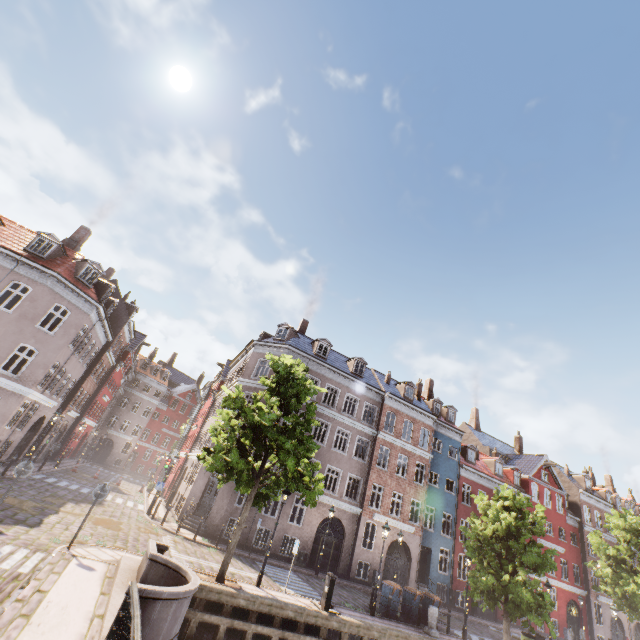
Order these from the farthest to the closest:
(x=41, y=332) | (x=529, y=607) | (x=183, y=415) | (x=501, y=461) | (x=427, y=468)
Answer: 1. (x=183, y=415)
2. (x=501, y=461)
3. (x=427, y=468)
4. (x=41, y=332)
5. (x=529, y=607)

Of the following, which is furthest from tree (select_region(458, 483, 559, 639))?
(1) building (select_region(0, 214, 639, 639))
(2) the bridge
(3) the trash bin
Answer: (1) building (select_region(0, 214, 639, 639))

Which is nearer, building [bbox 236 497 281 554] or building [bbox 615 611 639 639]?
building [bbox 236 497 281 554]

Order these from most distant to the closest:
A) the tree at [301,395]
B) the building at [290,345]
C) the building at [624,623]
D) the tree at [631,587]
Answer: the building at [624,623] < the tree at [631,587] < the building at [290,345] < the tree at [301,395]

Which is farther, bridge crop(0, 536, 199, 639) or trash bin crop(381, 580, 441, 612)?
trash bin crop(381, 580, 441, 612)

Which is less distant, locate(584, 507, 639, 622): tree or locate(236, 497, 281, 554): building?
locate(236, 497, 281, 554): building

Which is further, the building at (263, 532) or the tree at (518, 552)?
the building at (263, 532)

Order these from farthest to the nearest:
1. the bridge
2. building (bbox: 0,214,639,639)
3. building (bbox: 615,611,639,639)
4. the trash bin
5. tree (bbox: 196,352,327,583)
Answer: building (bbox: 615,611,639,639)
building (bbox: 0,214,639,639)
the trash bin
tree (bbox: 196,352,327,583)
the bridge
